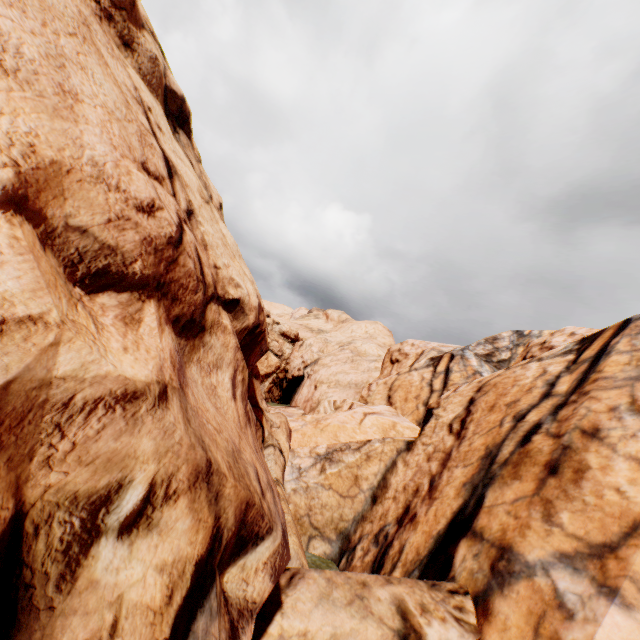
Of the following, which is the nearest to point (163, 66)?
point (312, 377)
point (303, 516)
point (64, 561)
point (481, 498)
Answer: point (64, 561)
